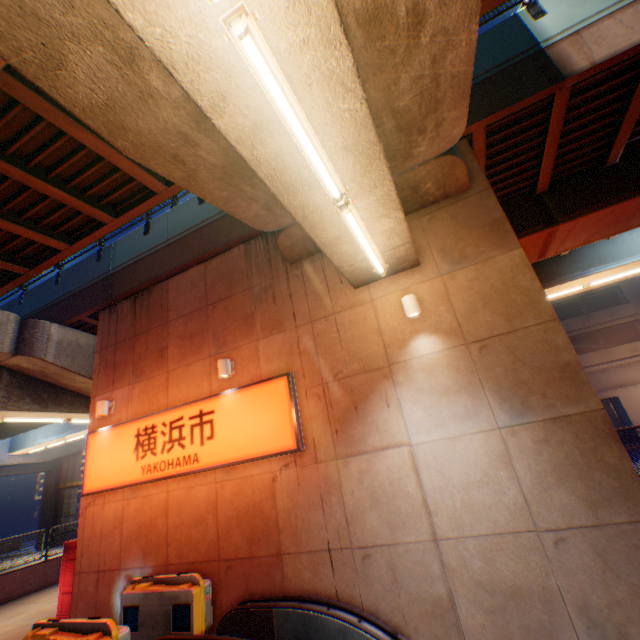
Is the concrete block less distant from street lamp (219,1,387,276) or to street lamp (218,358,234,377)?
street lamp (218,358,234,377)

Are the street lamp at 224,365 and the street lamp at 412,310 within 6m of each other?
yes

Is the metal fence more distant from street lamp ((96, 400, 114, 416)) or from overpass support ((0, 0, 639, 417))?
street lamp ((96, 400, 114, 416))

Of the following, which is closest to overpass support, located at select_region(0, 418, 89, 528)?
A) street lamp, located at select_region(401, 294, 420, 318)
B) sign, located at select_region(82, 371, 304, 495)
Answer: street lamp, located at select_region(401, 294, 420, 318)

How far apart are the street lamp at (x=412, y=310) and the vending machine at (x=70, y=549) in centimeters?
1028cm

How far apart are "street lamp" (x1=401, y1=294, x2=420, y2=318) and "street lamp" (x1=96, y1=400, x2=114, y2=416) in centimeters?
866cm

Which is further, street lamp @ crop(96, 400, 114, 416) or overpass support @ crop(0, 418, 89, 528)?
overpass support @ crop(0, 418, 89, 528)

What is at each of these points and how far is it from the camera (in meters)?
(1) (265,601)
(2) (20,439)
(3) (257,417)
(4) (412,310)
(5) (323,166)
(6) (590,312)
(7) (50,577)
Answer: (1) escalator, 5.93
(2) overpass support, 26.11
(3) sign, 7.13
(4) street lamp, 6.12
(5) street lamp, 3.91
(6) building, 26.17
(7) concrete block, 13.52
